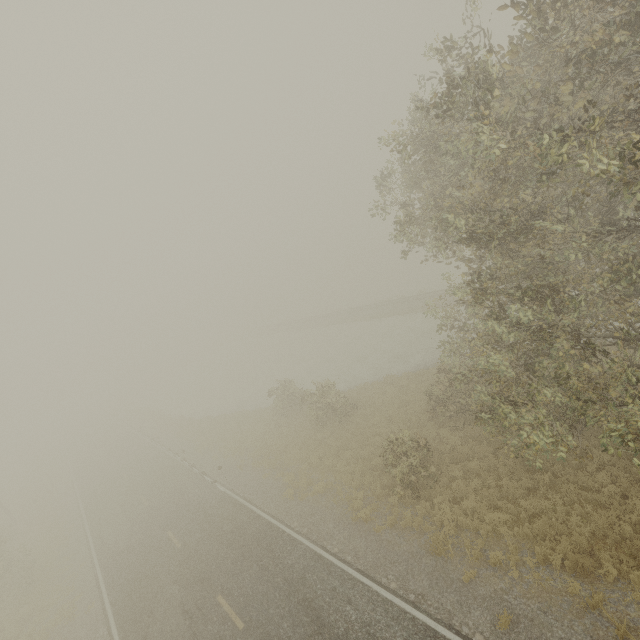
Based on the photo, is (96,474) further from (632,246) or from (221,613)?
(632,246)
